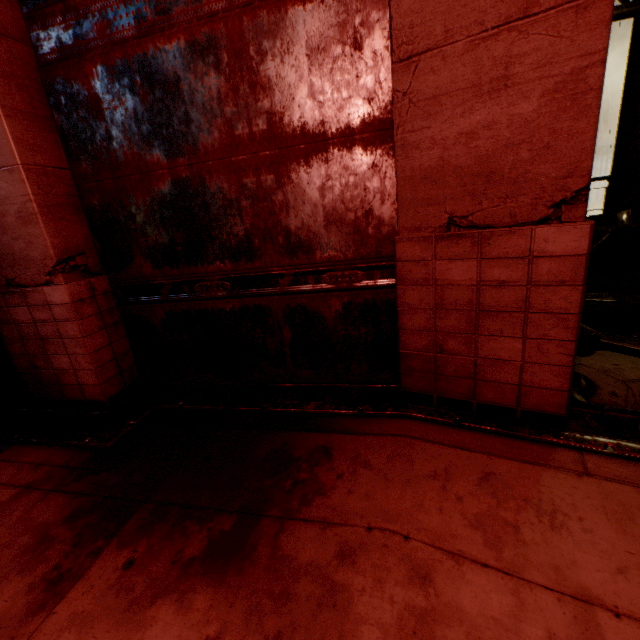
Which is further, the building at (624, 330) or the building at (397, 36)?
the building at (624, 330)

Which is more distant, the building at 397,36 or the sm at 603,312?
the sm at 603,312

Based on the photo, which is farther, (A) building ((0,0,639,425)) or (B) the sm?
(B) the sm

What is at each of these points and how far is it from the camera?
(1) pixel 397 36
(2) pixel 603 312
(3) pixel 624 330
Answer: (1) building, 2.3 meters
(2) sm, 4.6 meters
(3) building, 4.4 meters

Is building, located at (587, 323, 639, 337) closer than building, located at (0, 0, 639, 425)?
No

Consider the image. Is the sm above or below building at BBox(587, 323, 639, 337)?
above

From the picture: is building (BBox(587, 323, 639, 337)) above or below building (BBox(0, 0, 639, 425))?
below
